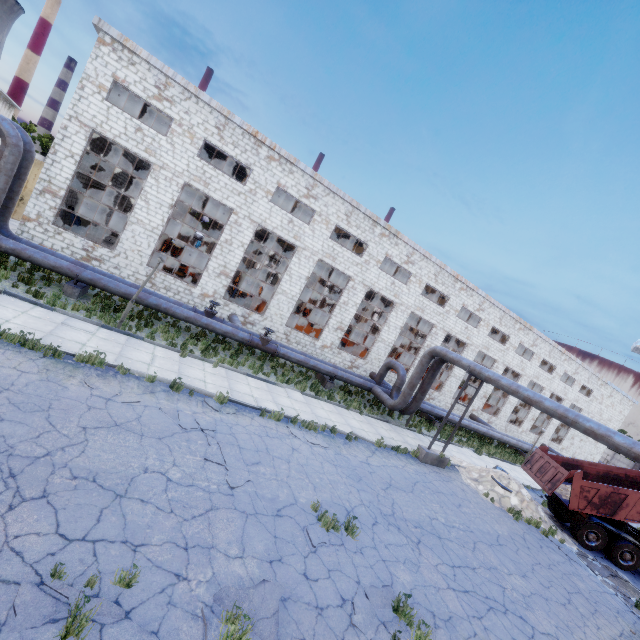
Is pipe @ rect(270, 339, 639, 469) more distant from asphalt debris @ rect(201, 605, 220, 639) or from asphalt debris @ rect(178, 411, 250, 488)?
asphalt debris @ rect(201, 605, 220, 639)

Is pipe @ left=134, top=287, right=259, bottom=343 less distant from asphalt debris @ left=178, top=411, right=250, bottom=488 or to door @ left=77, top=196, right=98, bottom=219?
asphalt debris @ left=178, top=411, right=250, bottom=488

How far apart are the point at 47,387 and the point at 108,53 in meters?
16.4

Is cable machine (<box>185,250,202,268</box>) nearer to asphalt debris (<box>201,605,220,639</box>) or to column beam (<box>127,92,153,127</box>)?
column beam (<box>127,92,153,127</box>)

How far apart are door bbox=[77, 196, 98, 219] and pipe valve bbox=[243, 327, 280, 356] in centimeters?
1854cm

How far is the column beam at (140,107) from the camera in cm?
2107

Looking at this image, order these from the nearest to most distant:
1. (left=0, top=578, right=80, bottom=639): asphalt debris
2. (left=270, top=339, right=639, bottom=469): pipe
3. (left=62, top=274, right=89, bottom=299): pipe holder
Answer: (left=0, top=578, right=80, bottom=639): asphalt debris → (left=270, top=339, right=639, bottom=469): pipe → (left=62, top=274, right=89, bottom=299): pipe holder

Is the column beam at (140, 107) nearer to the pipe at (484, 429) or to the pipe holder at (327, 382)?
the pipe at (484, 429)
